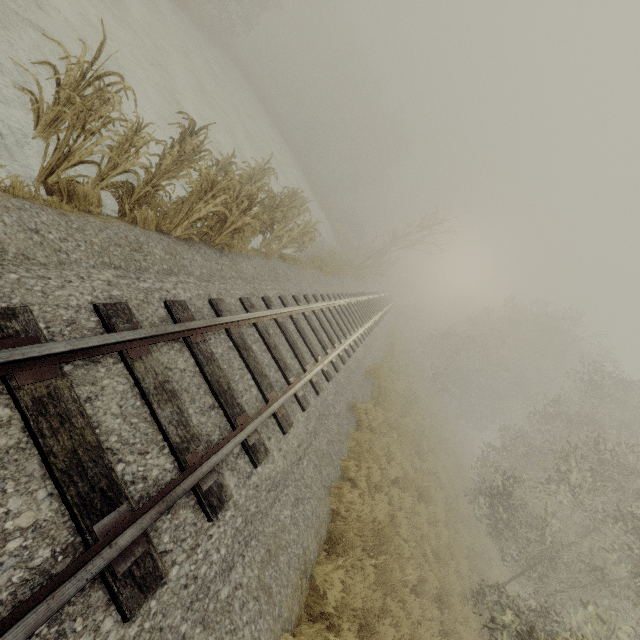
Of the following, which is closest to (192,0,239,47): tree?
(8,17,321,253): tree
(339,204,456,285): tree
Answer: (339,204,456,285): tree

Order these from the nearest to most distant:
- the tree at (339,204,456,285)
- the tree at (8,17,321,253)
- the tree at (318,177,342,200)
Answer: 1. the tree at (8,17,321,253)
2. the tree at (339,204,456,285)
3. the tree at (318,177,342,200)

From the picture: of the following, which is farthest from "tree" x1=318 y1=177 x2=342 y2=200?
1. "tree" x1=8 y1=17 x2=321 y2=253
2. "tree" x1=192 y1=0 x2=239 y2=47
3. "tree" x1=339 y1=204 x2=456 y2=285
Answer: "tree" x1=8 y1=17 x2=321 y2=253

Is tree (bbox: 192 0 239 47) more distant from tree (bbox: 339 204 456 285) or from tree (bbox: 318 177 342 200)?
tree (bbox: 339 204 456 285)

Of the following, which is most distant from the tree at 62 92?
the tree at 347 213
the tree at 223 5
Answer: the tree at 223 5

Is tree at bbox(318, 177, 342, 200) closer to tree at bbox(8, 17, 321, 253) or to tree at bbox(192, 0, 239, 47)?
tree at bbox(192, 0, 239, 47)

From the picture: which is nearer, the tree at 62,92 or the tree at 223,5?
the tree at 62,92

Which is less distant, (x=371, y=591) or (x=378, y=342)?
(x=371, y=591)
